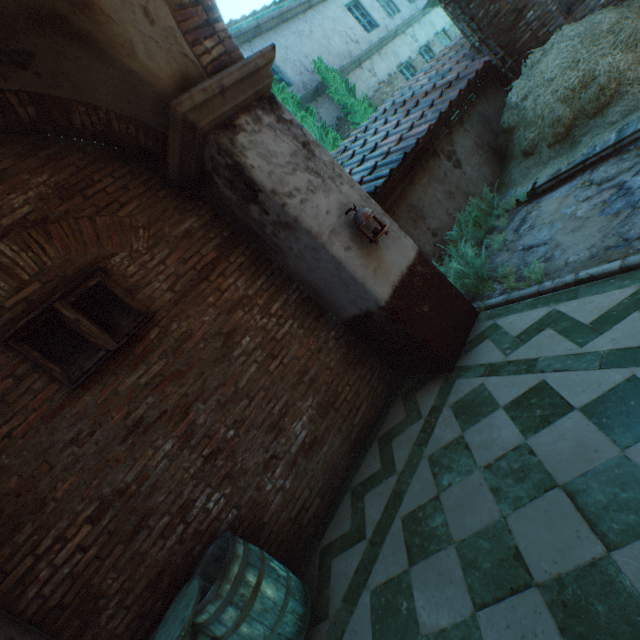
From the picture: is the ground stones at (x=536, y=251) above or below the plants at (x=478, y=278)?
below

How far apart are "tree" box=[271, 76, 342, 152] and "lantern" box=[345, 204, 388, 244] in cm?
633

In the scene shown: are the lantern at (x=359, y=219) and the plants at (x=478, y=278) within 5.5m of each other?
yes

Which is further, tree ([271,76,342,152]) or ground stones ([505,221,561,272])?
tree ([271,76,342,152])

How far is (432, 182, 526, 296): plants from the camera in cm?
451

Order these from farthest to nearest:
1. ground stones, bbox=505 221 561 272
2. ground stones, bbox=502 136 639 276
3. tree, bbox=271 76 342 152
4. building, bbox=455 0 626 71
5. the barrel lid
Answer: tree, bbox=271 76 342 152 → building, bbox=455 0 626 71 → ground stones, bbox=505 221 561 272 → ground stones, bbox=502 136 639 276 → the barrel lid

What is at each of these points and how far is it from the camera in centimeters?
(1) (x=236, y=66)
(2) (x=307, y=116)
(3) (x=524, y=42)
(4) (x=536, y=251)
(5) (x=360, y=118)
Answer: (1) building, 314cm
(2) tree, 884cm
(3) building, 718cm
(4) ground stones, 432cm
(5) tree, 1034cm

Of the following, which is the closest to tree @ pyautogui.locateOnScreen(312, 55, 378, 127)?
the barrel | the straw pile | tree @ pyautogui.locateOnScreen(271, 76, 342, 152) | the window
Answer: tree @ pyautogui.locateOnScreen(271, 76, 342, 152)
